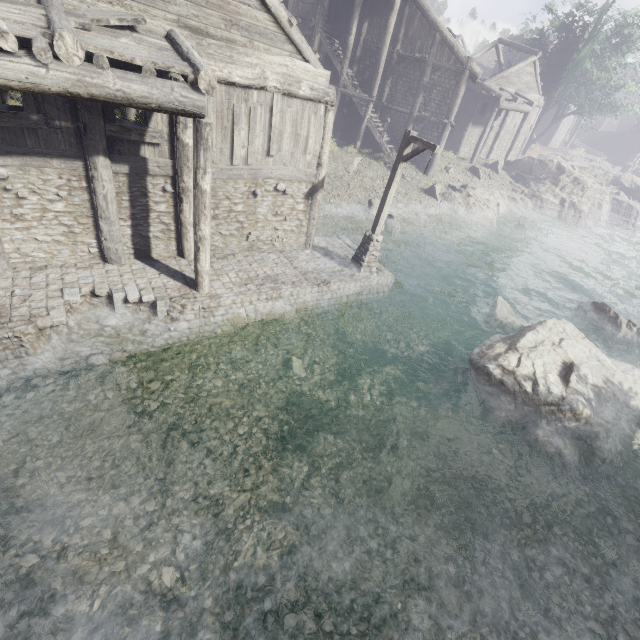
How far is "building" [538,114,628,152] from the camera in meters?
42.0 m

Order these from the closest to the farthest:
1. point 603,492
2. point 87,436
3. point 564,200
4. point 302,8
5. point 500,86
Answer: point 87,436, point 603,492, point 302,8, point 564,200, point 500,86

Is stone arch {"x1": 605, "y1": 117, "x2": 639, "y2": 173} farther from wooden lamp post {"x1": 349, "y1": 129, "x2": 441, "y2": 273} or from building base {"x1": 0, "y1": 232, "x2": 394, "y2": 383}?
wooden lamp post {"x1": 349, "y1": 129, "x2": 441, "y2": 273}

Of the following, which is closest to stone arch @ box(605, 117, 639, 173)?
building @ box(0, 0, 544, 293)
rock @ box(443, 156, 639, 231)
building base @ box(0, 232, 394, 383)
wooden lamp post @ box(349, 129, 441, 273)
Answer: building @ box(0, 0, 544, 293)

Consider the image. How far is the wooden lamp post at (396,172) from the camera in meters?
10.1 m

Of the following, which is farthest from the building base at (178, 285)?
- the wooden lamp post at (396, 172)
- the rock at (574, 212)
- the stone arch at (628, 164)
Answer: the stone arch at (628, 164)

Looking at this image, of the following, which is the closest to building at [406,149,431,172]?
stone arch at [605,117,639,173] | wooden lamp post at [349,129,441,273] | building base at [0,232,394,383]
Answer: building base at [0,232,394,383]
